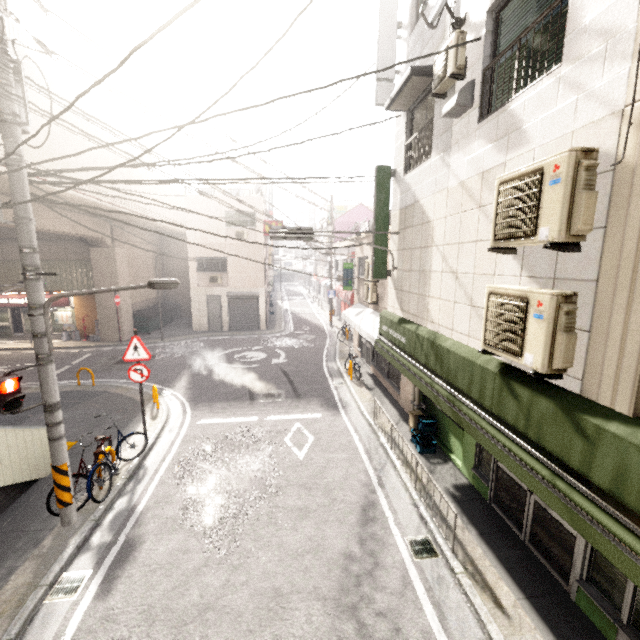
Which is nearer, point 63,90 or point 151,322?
point 63,90

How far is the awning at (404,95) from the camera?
6.1 meters

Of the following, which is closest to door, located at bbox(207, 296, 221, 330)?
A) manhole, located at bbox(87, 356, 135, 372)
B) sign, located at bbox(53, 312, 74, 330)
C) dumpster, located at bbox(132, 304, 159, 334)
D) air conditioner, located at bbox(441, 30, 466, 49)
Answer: dumpster, located at bbox(132, 304, 159, 334)

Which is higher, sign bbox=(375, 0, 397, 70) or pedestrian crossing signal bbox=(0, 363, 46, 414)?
sign bbox=(375, 0, 397, 70)

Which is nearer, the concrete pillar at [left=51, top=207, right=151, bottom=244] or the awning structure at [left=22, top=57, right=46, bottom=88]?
the concrete pillar at [left=51, top=207, right=151, bottom=244]

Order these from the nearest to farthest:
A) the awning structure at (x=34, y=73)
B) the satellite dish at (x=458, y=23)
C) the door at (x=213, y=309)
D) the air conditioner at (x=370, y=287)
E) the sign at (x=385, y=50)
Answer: the satellite dish at (x=458, y=23) < the sign at (x=385, y=50) < the air conditioner at (x=370, y=287) < the awning structure at (x=34, y=73) < the door at (x=213, y=309)

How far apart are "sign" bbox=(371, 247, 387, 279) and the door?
15.6m

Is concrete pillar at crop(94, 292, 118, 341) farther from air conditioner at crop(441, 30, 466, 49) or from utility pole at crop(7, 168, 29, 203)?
air conditioner at crop(441, 30, 466, 49)
